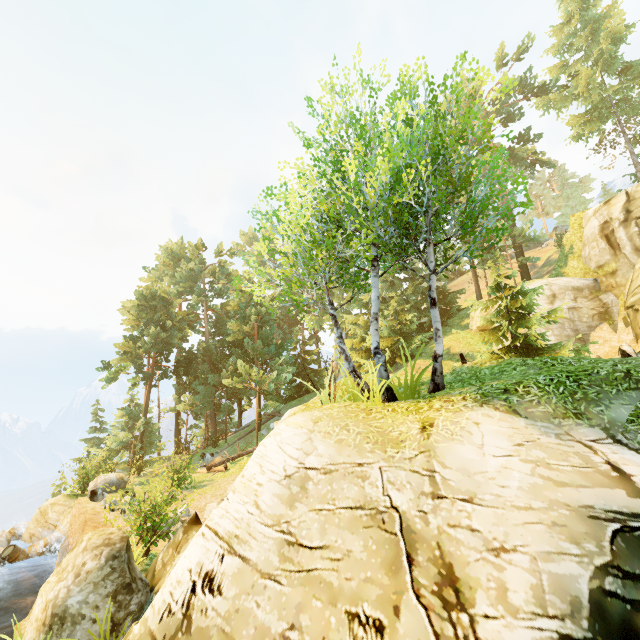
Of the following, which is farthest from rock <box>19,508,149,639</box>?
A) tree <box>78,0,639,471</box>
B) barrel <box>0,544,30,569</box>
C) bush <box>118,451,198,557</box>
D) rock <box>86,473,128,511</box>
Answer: barrel <box>0,544,30,569</box>

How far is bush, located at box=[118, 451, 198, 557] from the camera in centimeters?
991cm

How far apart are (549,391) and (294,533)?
5.3m

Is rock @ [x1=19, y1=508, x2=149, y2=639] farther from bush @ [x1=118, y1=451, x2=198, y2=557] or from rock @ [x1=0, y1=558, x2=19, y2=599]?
rock @ [x1=0, y1=558, x2=19, y2=599]

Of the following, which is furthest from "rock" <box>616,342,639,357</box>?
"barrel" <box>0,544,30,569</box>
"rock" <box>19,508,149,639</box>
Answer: "barrel" <box>0,544,30,569</box>

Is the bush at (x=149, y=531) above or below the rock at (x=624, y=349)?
below

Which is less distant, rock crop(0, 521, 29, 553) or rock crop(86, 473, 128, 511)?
rock crop(86, 473, 128, 511)

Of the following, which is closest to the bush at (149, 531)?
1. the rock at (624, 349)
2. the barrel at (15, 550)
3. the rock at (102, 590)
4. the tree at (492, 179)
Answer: the rock at (102, 590)
